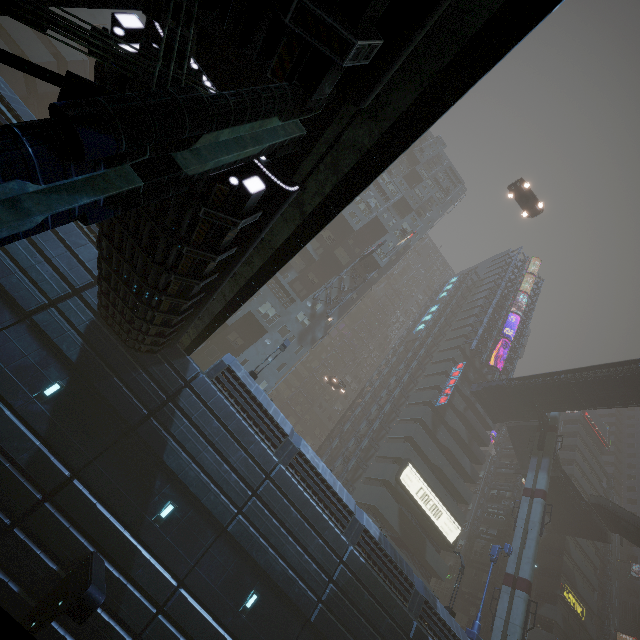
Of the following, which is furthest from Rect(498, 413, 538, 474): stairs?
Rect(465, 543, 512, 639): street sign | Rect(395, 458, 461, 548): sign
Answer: Rect(465, 543, 512, 639): street sign

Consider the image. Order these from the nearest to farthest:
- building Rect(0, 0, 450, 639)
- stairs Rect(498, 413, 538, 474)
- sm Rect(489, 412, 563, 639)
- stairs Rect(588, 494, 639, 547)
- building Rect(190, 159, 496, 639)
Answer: building Rect(0, 0, 450, 639)
building Rect(190, 159, 496, 639)
sm Rect(489, 412, 563, 639)
stairs Rect(588, 494, 639, 547)
stairs Rect(498, 413, 538, 474)

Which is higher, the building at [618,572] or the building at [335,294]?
the building at [618,572]

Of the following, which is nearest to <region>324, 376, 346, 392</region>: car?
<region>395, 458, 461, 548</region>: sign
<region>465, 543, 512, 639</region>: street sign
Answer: <region>465, 543, 512, 639</region>: street sign

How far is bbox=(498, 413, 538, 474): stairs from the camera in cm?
4238

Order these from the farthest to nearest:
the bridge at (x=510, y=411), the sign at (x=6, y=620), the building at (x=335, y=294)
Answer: the building at (x=335, y=294)
the bridge at (x=510, y=411)
the sign at (x=6, y=620)

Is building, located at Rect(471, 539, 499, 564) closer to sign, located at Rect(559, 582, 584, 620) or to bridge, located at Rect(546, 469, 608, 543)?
sign, located at Rect(559, 582, 584, 620)

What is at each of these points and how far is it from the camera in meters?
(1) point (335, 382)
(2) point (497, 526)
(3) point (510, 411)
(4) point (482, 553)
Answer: (1) car, 40.3
(2) building, 45.8
(3) bridge, 42.8
(4) building, 44.2
